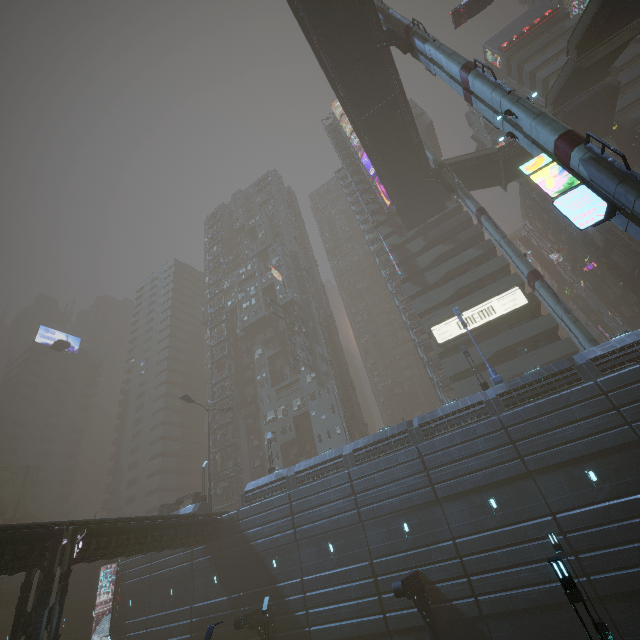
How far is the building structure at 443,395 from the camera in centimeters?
4150cm

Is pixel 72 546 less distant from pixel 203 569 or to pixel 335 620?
pixel 203 569

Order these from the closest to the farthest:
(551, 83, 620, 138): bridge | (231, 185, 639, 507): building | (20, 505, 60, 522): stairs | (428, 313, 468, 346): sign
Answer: (231, 185, 639, 507): building
(551, 83, 620, 138): bridge
(428, 313, 468, 346): sign
(20, 505, 60, 522): stairs

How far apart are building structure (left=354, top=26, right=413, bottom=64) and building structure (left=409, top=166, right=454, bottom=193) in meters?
14.7

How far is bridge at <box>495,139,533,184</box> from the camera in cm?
3609

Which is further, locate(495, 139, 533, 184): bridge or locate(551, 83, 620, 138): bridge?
locate(495, 139, 533, 184): bridge

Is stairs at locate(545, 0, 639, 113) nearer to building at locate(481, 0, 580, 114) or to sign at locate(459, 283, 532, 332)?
building at locate(481, 0, 580, 114)

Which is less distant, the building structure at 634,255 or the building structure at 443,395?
the building structure at 634,255
